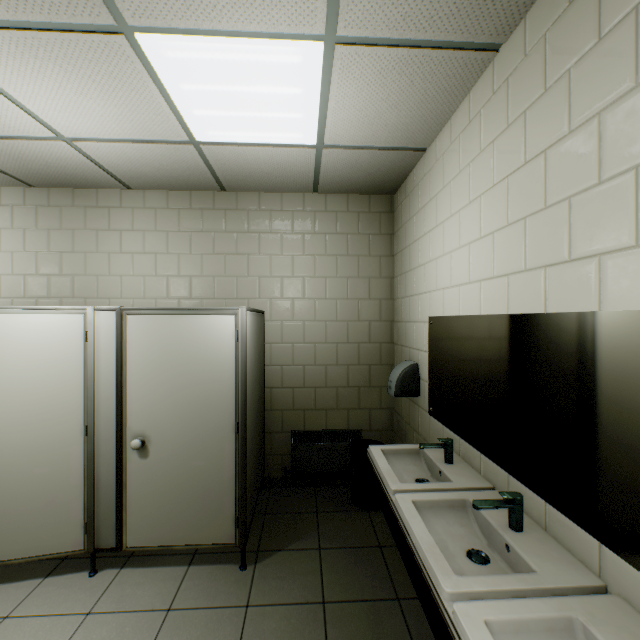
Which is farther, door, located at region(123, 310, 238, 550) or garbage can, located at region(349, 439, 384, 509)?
garbage can, located at region(349, 439, 384, 509)

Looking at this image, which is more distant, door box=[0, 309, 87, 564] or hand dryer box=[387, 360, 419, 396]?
hand dryer box=[387, 360, 419, 396]

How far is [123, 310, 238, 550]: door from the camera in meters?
2.4 m

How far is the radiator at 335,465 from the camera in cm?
348

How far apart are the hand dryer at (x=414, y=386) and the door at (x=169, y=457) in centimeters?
135cm

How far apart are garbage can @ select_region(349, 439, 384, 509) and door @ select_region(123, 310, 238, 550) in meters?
1.3

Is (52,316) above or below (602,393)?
above

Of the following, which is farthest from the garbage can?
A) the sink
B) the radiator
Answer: the sink
